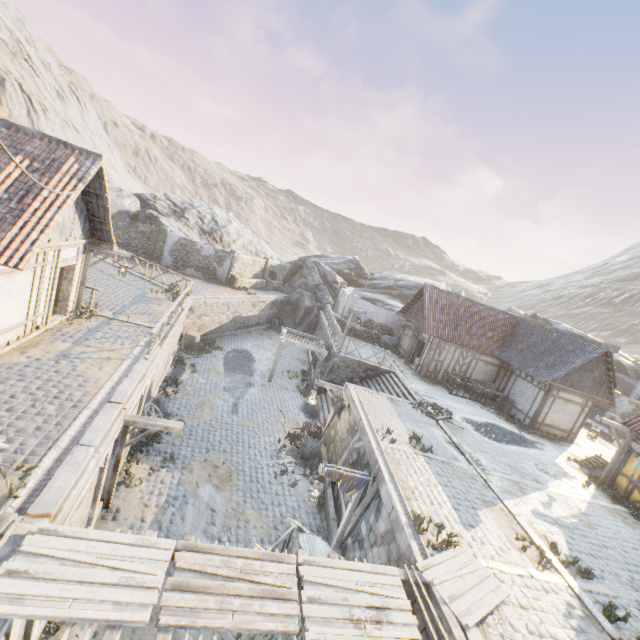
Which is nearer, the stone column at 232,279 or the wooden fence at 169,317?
the wooden fence at 169,317

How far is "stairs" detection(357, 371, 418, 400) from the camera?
17.8 meters

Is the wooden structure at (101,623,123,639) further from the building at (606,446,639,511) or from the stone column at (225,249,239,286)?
the stone column at (225,249,239,286)

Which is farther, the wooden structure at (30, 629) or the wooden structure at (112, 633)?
the wooden structure at (30, 629)

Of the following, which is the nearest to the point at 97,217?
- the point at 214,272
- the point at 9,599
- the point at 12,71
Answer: the point at 9,599

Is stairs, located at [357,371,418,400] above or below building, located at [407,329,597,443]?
below

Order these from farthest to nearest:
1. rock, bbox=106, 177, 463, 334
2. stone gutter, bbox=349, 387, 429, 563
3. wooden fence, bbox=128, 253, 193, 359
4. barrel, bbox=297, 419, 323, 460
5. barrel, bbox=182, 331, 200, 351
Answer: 1. rock, bbox=106, 177, 463, 334
2. barrel, bbox=182, 331, 200, 351
3. barrel, bbox=297, 419, 323, 460
4. wooden fence, bbox=128, 253, 193, 359
5. stone gutter, bbox=349, 387, 429, 563

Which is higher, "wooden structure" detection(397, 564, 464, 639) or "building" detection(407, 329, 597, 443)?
"building" detection(407, 329, 597, 443)
